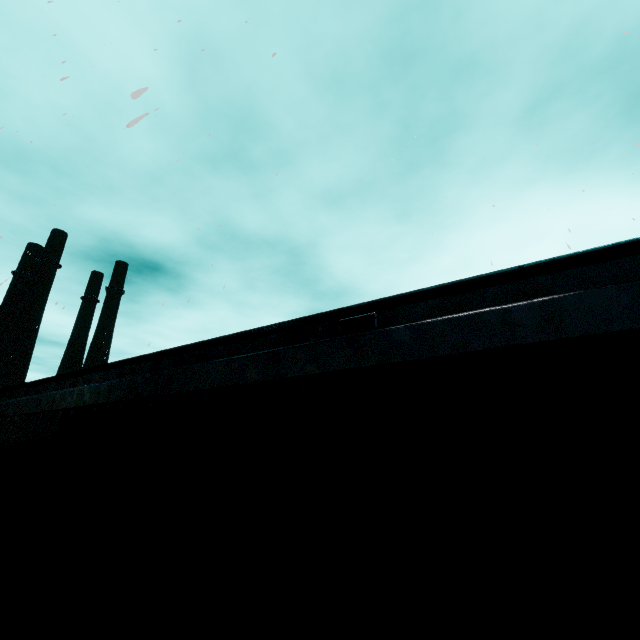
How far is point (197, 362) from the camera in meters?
1.5
